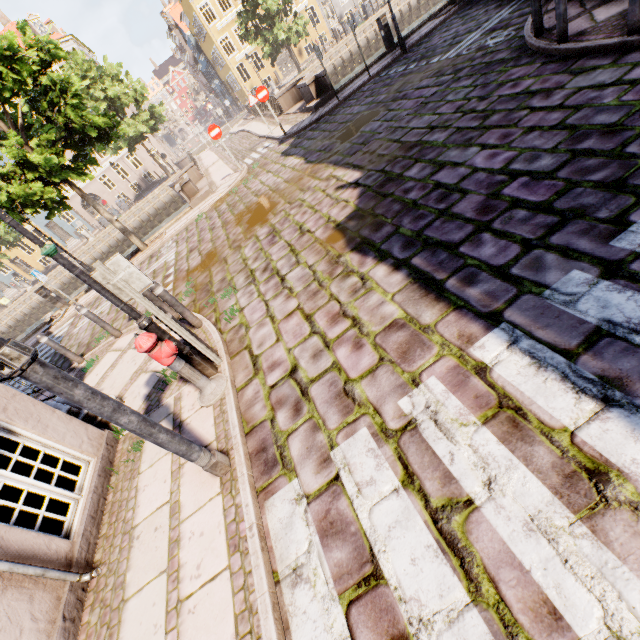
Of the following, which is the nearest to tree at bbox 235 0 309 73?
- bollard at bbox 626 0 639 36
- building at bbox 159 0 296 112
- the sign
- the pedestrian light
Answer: building at bbox 159 0 296 112

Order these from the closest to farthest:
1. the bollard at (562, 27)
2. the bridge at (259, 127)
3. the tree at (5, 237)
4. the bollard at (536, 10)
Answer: the bollard at (562, 27) → the bollard at (536, 10) → the tree at (5, 237) → the bridge at (259, 127)

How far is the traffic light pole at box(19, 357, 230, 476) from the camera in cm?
220

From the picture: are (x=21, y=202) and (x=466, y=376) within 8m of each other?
no

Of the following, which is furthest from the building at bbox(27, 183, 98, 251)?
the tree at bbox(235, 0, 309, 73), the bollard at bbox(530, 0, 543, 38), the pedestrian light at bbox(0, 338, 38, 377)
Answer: the pedestrian light at bbox(0, 338, 38, 377)

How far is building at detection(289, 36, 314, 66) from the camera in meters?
36.8 m

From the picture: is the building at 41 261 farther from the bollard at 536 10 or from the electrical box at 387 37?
the bollard at 536 10

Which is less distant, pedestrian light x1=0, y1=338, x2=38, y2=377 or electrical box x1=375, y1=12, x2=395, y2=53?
pedestrian light x1=0, y1=338, x2=38, y2=377
